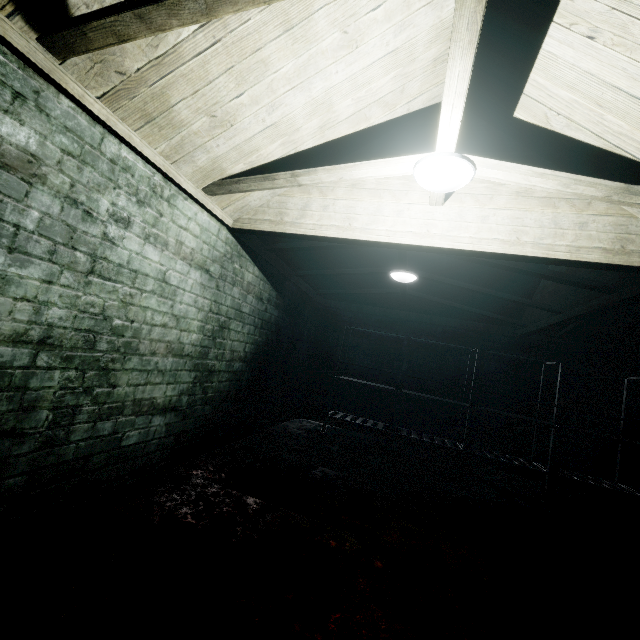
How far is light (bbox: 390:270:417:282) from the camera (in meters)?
3.83

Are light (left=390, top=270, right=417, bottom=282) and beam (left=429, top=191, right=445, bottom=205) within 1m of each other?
no

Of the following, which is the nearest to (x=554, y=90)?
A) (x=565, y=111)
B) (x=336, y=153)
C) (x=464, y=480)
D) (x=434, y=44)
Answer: (x=565, y=111)

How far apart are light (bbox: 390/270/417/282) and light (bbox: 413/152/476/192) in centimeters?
184cm

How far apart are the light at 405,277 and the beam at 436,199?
1.6m

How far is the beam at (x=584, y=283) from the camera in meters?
2.6 m

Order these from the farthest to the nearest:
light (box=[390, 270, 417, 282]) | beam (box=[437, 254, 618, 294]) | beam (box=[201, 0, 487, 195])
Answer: light (box=[390, 270, 417, 282])
beam (box=[437, 254, 618, 294])
beam (box=[201, 0, 487, 195])

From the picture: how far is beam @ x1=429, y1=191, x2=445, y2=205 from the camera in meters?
2.1 m
